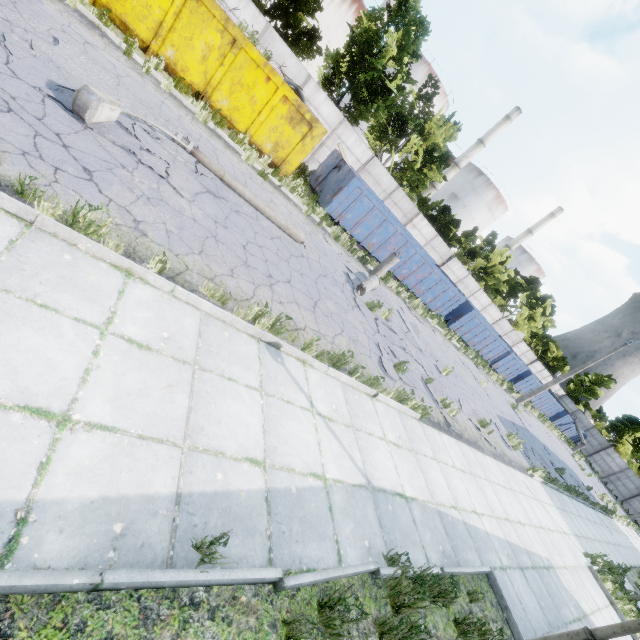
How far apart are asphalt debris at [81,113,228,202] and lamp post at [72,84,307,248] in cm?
1

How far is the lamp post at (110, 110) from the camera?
4.9m

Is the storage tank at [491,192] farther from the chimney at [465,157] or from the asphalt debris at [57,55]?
the asphalt debris at [57,55]

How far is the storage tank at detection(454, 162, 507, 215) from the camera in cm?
5781

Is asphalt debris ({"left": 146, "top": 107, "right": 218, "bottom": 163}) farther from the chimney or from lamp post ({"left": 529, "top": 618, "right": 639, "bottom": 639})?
the chimney

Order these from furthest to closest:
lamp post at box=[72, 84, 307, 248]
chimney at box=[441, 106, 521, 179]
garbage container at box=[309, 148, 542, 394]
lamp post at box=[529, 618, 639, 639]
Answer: chimney at box=[441, 106, 521, 179] → garbage container at box=[309, 148, 542, 394] → lamp post at box=[72, 84, 307, 248] → lamp post at box=[529, 618, 639, 639]

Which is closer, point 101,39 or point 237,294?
point 237,294

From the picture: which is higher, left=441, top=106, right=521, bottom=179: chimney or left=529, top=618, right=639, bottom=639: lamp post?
left=441, top=106, right=521, bottom=179: chimney
